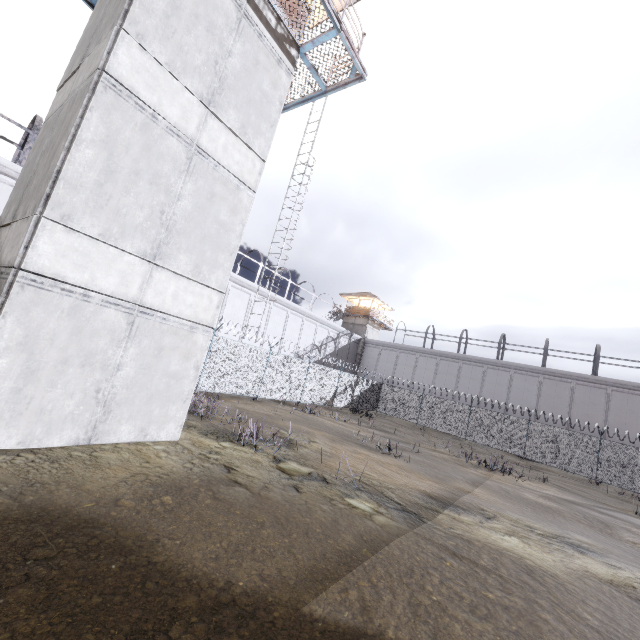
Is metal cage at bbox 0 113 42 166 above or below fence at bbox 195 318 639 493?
above

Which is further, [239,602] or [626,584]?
[626,584]

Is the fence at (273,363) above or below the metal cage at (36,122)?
below

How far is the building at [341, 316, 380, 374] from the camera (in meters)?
43.03

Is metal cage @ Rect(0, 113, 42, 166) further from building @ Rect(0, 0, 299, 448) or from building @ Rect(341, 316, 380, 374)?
building @ Rect(0, 0, 299, 448)

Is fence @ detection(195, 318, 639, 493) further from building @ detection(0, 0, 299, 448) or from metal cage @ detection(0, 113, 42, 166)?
metal cage @ detection(0, 113, 42, 166)

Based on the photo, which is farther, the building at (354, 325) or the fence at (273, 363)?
the building at (354, 325)

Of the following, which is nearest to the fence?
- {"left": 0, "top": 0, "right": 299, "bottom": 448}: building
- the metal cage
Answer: {"left": 0, "top": 0, "right": 299, "bottom": 448}: building
